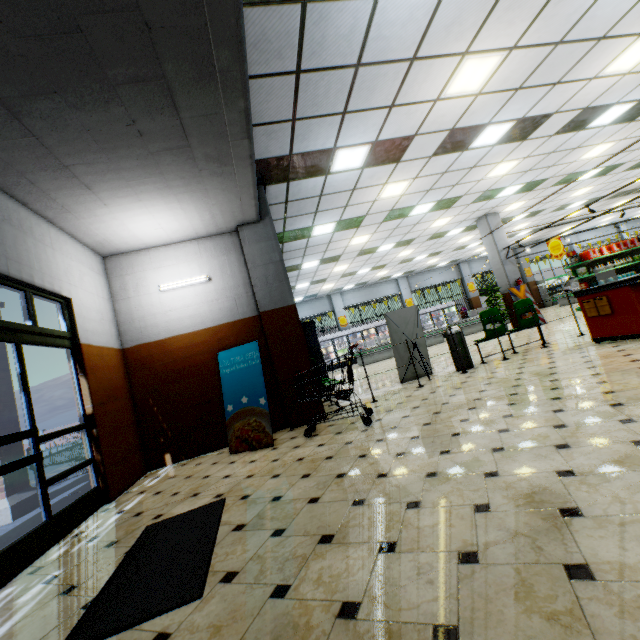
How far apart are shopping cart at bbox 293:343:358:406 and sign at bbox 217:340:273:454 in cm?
56

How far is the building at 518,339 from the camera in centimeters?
859cm

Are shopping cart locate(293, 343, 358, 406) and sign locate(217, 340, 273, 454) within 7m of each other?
yes

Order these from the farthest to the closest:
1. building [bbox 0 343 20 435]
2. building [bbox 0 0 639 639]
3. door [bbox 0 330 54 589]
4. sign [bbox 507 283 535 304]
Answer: sign [bbox 507 283 535 304]
building [bbox 0 343 20 435]
door [bbox 0 330 54 589]
building [bbox 0 0 639 639]

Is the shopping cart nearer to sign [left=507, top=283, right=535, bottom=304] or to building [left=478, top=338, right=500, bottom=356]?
building [left=478, top=338, right=500, bottom=356]

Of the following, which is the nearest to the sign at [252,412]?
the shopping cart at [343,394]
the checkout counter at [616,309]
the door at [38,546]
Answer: the shopping cart at [343,394]

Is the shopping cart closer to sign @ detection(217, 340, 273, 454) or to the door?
sign @ detection(217, 340, 273, 454)

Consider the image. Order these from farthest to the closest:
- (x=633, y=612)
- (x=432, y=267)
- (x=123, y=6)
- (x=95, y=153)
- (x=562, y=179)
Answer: (x=432, y=267) < (x=562, y=179) < (x=95, y=153) < (x=123, y=6) < (x=633, y=612)
